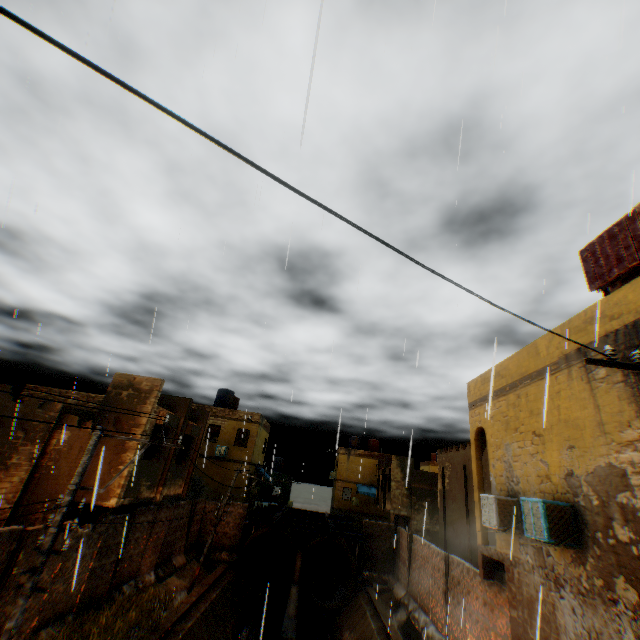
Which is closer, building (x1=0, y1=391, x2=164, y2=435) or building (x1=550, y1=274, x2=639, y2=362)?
building (x1=550, y1=274, x2=639, y2=362)

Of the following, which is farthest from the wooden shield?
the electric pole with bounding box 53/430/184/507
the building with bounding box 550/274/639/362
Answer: the electric pole with bounding box 53/430/184/507

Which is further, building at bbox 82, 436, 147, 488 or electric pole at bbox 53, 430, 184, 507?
building at bbox 82, 436, 147, 488

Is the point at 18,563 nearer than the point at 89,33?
No

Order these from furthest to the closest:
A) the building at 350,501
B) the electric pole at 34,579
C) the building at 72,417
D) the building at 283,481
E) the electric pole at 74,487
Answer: the building at 283,481, the building at 72,417, the electric pole at 74,487, the electric pole at 34,579, the building at 350,501

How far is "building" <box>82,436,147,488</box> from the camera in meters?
12.2

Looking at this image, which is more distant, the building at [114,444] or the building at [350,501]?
the building at [114,444]

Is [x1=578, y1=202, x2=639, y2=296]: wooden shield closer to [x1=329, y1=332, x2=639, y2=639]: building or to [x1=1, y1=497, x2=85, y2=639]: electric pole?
[x1=329, y1=332, x2=639, y2=639]: building
